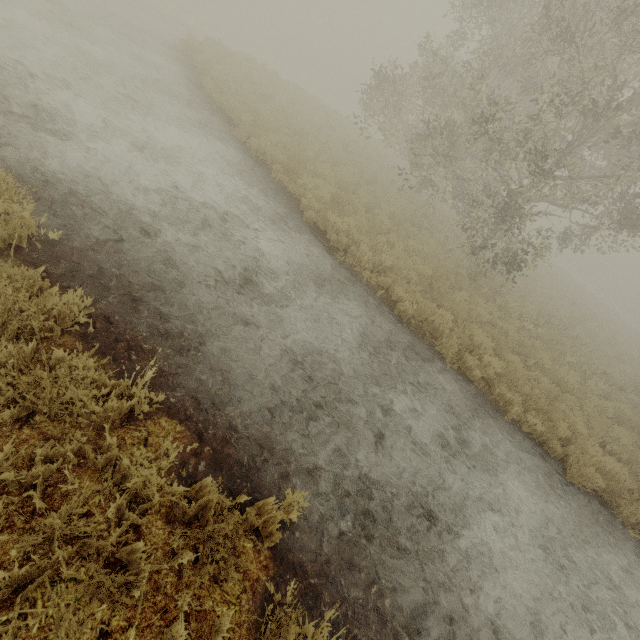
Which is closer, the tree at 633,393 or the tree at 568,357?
the tree at 633,393

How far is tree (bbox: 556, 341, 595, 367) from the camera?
12.2 meters

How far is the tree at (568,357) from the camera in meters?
12.2 m

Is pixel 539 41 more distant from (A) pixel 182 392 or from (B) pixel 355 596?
(B) pixel 355 596

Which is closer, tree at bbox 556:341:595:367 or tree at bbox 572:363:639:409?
tree at bbox 572:363:639:409
